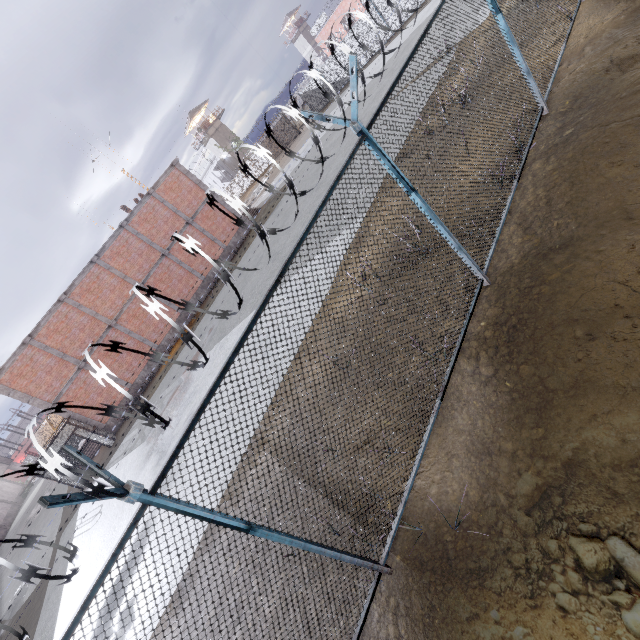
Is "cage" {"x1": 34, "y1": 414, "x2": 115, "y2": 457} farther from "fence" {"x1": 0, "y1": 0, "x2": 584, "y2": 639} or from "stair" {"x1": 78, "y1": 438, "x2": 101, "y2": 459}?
"fence" {"x1": 0, "y1": 0, "x2": 584, "y2": 639}

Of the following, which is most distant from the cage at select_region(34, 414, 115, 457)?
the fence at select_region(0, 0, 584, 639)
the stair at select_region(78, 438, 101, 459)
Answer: the fence at select_region(0, 0, 584, 639)

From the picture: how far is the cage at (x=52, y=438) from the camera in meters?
18.3 m

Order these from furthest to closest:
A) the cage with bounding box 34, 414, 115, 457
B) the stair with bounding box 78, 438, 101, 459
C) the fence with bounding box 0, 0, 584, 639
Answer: the stair with bounding box 78, 438, 101, 459 < the cage with bounding box 34, 414, 115, 457 < the fence with bounding box 0, 0, 584, 639

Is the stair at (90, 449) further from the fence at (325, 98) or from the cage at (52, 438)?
the fence at (325, 98)

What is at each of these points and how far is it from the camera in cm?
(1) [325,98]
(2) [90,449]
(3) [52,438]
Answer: (1) fence, 3462
(2) stair, 2272
(3) cage, 1930
